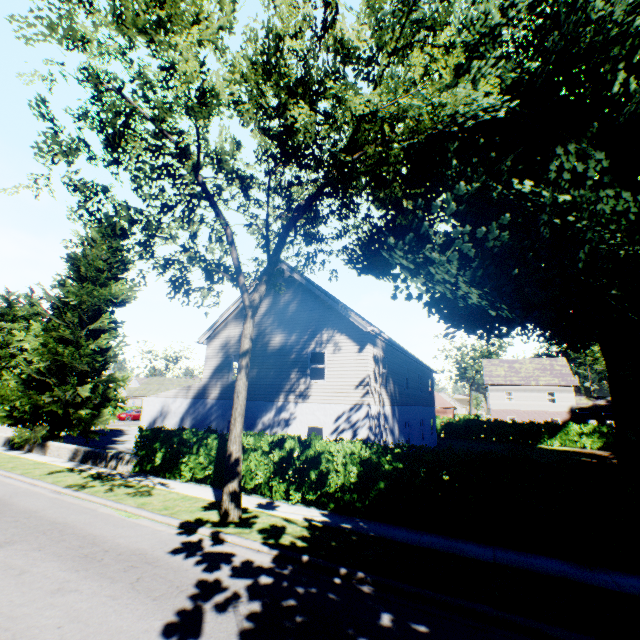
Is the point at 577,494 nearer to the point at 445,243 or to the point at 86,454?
the point at 445,243

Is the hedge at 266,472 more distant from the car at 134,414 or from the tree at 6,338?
the car at 134,414

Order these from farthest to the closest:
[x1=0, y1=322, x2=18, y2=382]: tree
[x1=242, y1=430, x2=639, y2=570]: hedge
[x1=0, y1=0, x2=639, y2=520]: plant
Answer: [x1=0, y1=322, x2=18, y2=382]: tree → [x1=0, y1=0, x2=639, y2=520]: plant → [x1=242, y1=430, x2=639, y2=570]: hedge

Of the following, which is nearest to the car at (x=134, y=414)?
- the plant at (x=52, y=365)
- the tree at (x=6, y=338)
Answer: the tree at (x=6, y=338)

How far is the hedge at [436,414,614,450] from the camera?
31.0 meters

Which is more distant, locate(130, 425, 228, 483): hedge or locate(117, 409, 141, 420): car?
locate(117, 409, 141, 420): car

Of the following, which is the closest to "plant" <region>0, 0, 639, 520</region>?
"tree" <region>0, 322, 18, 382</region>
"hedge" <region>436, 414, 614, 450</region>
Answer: "tree" <region>0, 322, 18, 382</region>

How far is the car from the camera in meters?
45.2 m
